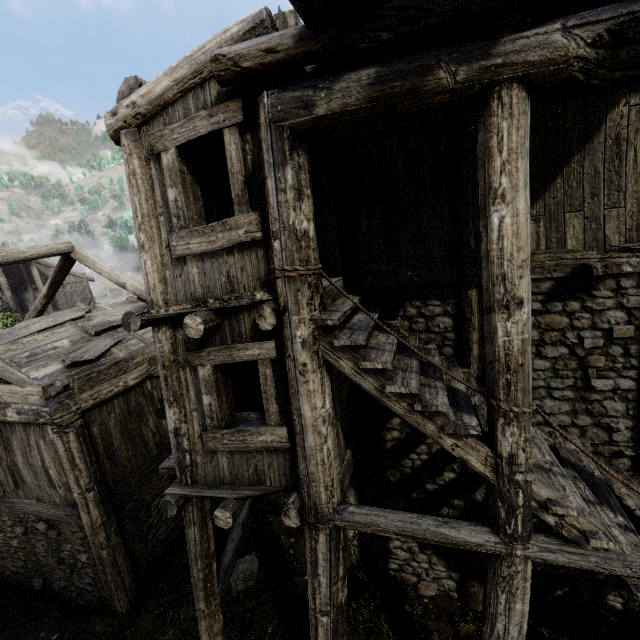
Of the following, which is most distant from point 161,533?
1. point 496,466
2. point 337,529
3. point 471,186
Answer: point 471,186
